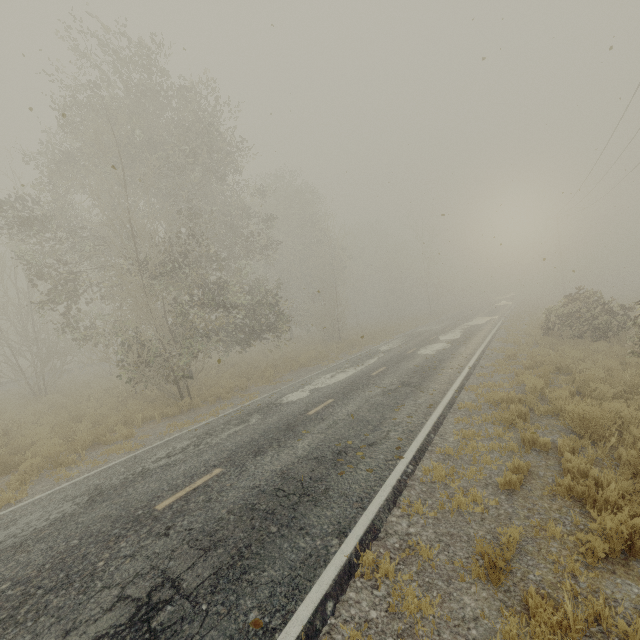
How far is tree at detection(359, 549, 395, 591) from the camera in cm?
413

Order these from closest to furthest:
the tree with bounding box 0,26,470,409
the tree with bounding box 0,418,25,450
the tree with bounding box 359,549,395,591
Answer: the tree with bounding box 359,549,395,591 < the tree with bounding box 0,418,25,450 < the tree with bounding box 0,26,470,409

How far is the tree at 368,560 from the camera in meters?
4.1 m

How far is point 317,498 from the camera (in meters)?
5.75

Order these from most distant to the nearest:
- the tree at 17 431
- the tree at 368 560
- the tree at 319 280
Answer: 1. the tree at 319 280
2. the tree at 17 431
3. the tree at 368 560

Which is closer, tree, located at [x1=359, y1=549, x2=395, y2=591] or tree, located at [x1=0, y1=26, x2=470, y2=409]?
tree, located at [x1=359, y1=549, x2=395, y2=591]

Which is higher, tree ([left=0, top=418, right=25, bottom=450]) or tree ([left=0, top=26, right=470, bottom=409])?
tree ([left=0, top=26, right=470, bottom=409])
